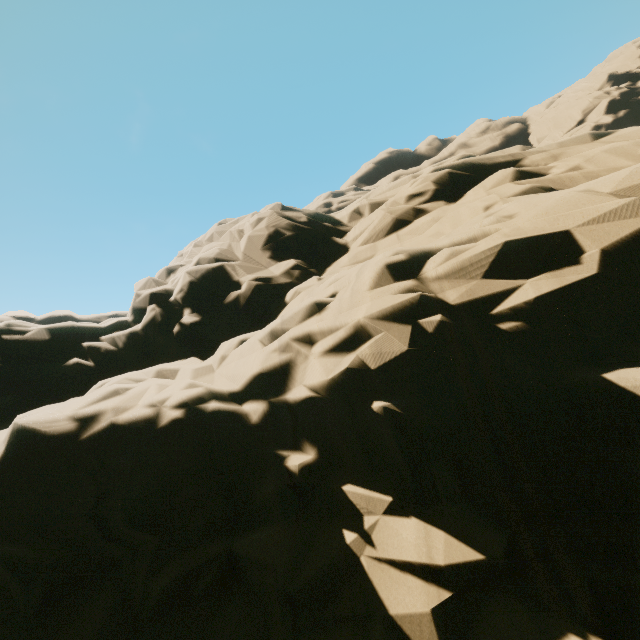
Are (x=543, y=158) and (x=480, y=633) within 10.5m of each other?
no
